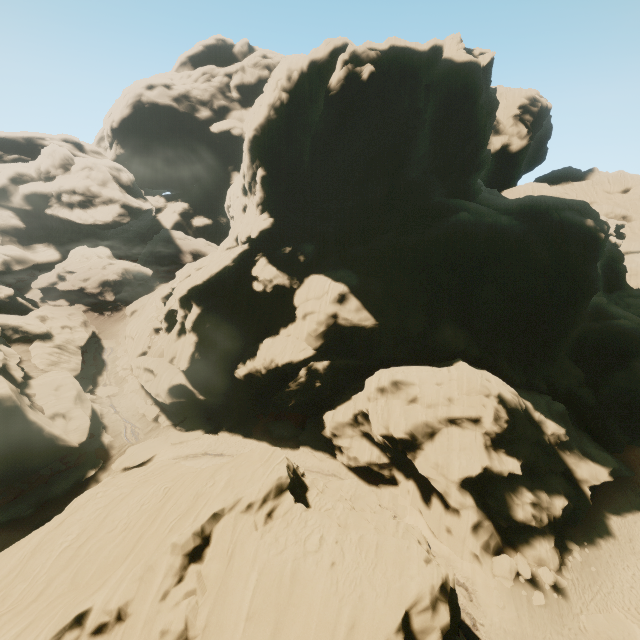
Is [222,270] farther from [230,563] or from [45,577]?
[230,563]

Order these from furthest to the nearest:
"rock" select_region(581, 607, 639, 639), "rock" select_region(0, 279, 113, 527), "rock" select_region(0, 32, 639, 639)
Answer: "rock" select_region(0, 279, 113, 527), "rock" select_region(581, 607, 639, 639), "rock" select_region(0, 32, 639, 639)

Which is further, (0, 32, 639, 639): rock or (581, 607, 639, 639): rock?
(581, 607, 639, 639): rock

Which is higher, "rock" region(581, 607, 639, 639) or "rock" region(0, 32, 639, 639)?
"rock" region(0, 32, 639, 639)

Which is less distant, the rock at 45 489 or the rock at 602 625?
the rock at 602 625
